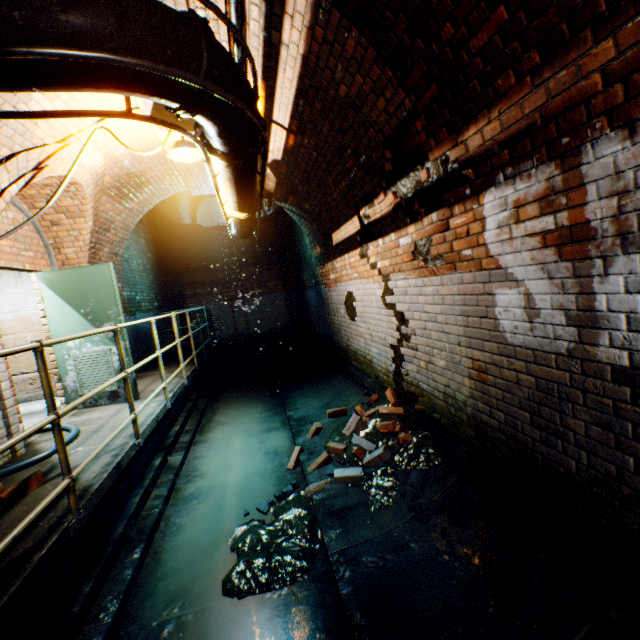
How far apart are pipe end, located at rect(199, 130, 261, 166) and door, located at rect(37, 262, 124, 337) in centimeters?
291cm

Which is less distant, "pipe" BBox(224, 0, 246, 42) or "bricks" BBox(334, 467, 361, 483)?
"pipe" BBox(224, 0, 246, 42)

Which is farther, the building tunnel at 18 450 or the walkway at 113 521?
the building tunnel at 18 450

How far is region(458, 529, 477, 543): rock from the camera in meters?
2.4

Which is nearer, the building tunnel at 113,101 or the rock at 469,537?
the rock at 469,537

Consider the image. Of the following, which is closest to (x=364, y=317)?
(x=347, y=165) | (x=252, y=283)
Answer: (x=347, y=165)

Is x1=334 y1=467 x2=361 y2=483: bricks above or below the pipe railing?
below

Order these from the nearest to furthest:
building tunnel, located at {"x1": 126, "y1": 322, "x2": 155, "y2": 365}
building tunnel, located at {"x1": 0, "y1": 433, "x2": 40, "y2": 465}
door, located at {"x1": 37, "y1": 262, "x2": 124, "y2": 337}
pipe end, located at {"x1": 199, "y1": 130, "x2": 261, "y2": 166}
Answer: pipe end, located at {"x1": 199, "y1": 130, "x2": 261, "y2": 166}
building tunnel, located at {"x1": 0, "y1": 433, "x2": 40, "y2": 465}
door, located at {"x1": 37, "y1": 262, "x2": 124, "y2": 337}
building tunnel, located at {"x1": 126, "y1": 322, "x2": 155, "y2": 365}
